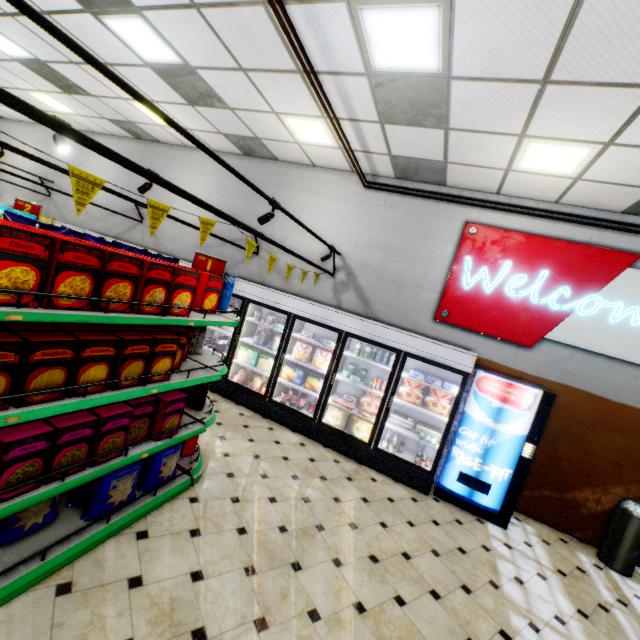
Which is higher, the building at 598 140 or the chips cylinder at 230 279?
the building at 598 140

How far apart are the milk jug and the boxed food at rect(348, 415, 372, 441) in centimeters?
189cm

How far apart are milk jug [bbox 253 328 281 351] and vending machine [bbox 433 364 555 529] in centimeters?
328cm

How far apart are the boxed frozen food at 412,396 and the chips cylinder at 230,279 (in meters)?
3.13

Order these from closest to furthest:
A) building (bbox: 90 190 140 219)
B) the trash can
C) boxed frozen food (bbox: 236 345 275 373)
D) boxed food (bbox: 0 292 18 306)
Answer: boxed food (bbox: 0 292 18 306), the trash can, boxed frozen food (bbox: 236 345 275 373), building (bbox: 90 190 140 219)

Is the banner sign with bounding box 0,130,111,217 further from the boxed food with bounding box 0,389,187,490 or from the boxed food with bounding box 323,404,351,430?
the boxed food with bounding box 323,404,351,430

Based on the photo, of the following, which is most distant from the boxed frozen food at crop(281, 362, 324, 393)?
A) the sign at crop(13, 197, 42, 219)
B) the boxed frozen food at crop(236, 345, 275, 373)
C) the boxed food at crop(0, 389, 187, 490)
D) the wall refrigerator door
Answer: the sign at crop(13, 197, 42, 219)

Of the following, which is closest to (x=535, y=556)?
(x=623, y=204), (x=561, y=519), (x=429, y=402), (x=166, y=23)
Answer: (x=561, y=519)
